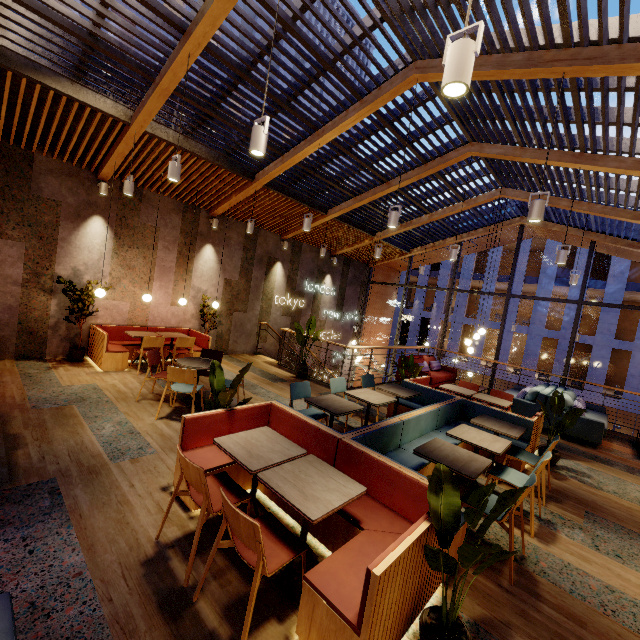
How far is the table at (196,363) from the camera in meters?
5.4

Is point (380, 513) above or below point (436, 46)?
below

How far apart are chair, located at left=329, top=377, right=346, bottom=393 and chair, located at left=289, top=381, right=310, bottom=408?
0.38m

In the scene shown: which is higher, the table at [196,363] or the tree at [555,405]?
the tree at [555,405]

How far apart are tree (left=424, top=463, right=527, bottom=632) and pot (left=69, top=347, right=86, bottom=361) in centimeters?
772cm

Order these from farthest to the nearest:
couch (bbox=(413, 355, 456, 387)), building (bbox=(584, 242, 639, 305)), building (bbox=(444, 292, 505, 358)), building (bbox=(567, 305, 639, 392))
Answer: building (bbox=(444, 292, 505, 358)), building (bbox=(567, 305, 639, 392)), building (bbox=(584, 242, 639, 305)), couch (bbox=(413, 355, 456, 387))

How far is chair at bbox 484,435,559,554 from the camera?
2.91m

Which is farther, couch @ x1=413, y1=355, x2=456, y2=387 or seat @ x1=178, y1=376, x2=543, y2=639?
couch @ x1=413, y1=355, x2=456, y2=387
